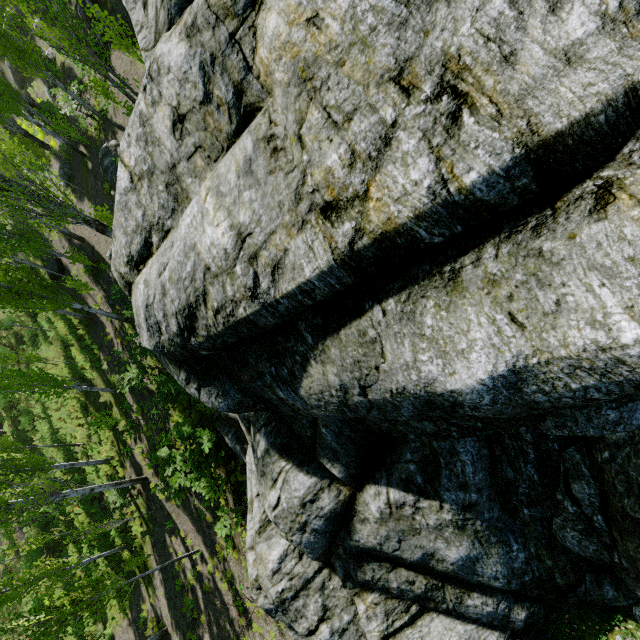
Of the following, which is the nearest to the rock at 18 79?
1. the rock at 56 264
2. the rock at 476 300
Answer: the rock at 476 300

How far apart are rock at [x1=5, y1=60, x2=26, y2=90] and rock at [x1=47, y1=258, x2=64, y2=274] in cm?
1764

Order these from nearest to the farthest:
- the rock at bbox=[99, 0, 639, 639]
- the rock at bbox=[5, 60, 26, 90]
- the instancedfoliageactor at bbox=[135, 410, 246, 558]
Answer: the rock at bbox=[99, 0, 639, 639], the instancedfoliageactor at bbox=[135, 410, 246, 558], the rock at bbox=[5, 60, 26, 90]

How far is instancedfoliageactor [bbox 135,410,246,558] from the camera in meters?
11.0

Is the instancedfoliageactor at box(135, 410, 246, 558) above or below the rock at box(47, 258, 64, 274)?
above

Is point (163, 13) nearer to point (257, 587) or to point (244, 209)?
point (244, 209)

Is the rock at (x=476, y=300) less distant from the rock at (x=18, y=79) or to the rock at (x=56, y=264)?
the rock at (x=18, y=79)

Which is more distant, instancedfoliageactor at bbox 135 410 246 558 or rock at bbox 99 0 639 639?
instancedfoliageactor at bbox 135 410 246 558
